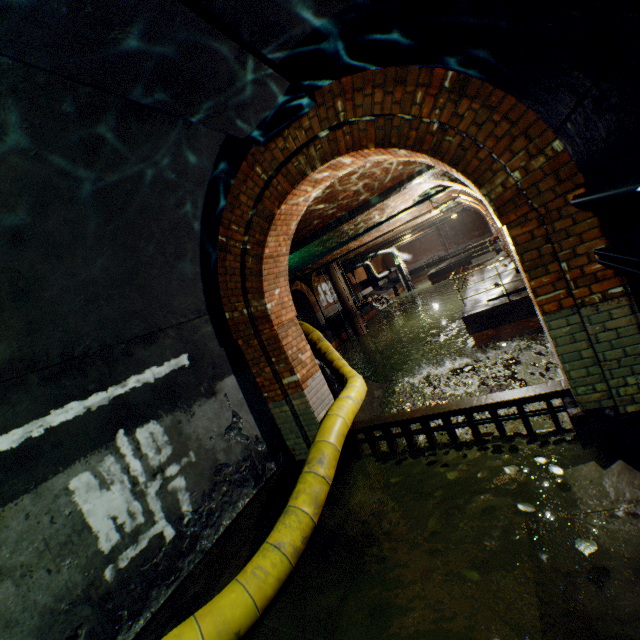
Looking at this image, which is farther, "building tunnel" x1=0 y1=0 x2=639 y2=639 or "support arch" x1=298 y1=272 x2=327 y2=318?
"support arch" x1=298 y1=272 x2=327 y2=318

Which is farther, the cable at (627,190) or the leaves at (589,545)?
the leaves at (589,545)

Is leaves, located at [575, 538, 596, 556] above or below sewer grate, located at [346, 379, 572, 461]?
below

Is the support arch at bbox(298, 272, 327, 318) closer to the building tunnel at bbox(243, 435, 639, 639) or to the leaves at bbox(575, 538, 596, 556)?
the building tunnel at bbox(243, 435, 639, 639)

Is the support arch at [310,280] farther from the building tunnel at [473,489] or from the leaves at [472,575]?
the leaves at [472,575]

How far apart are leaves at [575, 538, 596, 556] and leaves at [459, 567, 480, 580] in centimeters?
76cm

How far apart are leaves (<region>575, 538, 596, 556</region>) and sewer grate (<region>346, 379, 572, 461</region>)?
1.52m

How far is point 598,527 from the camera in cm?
258
